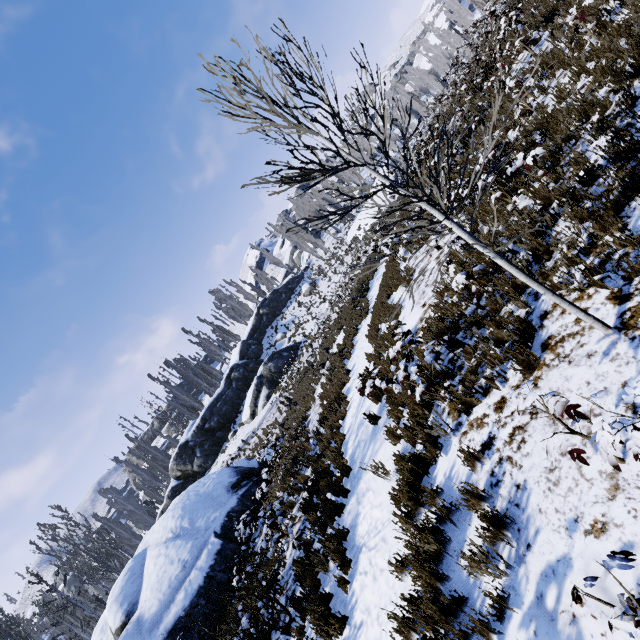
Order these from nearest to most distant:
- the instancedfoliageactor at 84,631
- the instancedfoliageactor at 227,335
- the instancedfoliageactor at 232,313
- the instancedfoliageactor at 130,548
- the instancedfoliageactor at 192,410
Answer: the instancedfoliageactor at 84,631, the instancedfoliageactor at 130,548, the instancedfoliageactor at 192,410, the instancedfoliageactor at 227,335, the instancedfoliageactor at 232,313

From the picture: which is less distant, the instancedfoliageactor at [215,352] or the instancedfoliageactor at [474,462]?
the instancedfoliageactor at [474,462]

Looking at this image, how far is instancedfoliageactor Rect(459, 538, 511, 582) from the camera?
3.1 meters

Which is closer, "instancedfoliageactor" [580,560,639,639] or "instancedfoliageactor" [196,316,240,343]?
"instancedfoliageactor" [580,560,639,639]

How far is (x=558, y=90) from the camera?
7.1m

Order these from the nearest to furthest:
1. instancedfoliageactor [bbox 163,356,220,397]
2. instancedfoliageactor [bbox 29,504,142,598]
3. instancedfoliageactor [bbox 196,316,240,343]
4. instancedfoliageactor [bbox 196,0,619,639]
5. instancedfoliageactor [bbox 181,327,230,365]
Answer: instancedfoliageactor [bbox 196,0,619,639]
instancedfoliageactor [bbox 29,504,142,598]
instancedfoliageactor [bbox 163,356,220,397]
instancedfoliageactor [bbox 181,327,230,365]
instancedfoliageactor [bbox 196,316,240,343]
